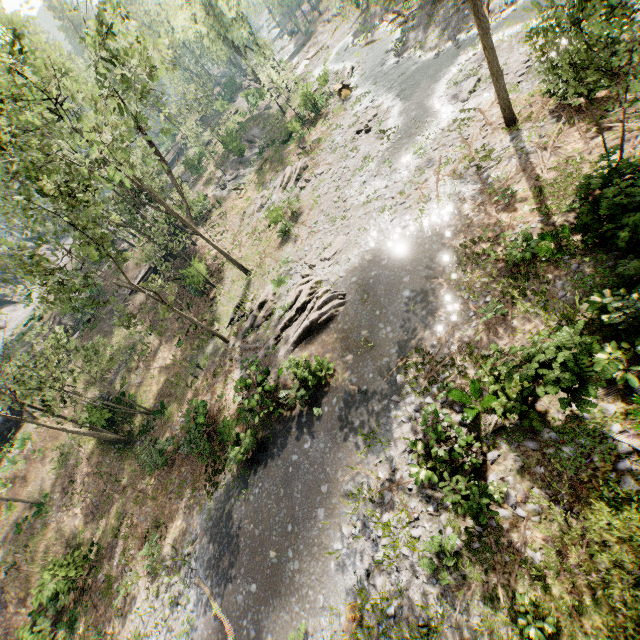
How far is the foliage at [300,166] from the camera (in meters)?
28.38

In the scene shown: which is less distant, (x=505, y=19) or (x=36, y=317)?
(x=505, y=19)

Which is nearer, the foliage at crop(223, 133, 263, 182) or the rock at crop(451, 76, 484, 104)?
the rock at crop(451, 76, 484, 104)

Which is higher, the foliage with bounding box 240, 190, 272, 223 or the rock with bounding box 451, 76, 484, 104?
the foliage with bounding box 240, 190, 272, 223

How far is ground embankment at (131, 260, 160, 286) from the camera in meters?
32.3

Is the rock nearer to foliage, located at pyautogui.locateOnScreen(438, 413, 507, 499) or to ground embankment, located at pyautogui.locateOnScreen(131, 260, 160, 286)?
foliage, located at pyautogui.locateOnScreen(438, 413, 507, 499)

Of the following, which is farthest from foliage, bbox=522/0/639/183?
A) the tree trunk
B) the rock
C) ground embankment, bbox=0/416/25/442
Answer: the rock

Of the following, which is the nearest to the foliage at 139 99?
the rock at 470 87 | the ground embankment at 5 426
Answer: the ground embankment at 5 426
